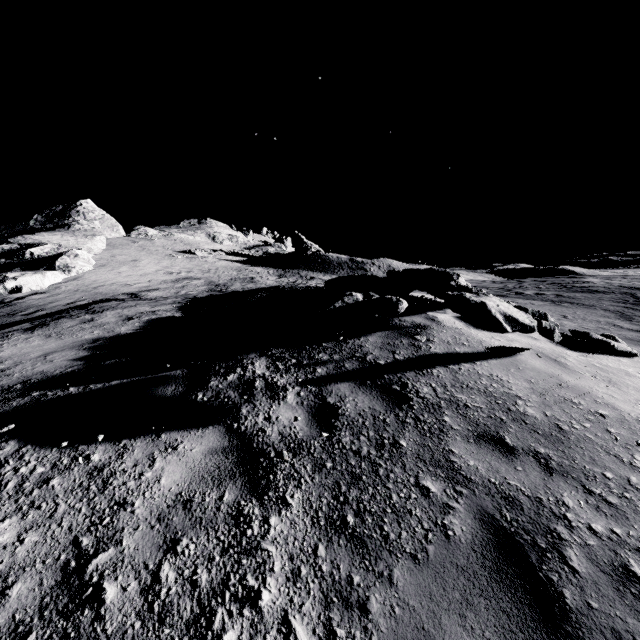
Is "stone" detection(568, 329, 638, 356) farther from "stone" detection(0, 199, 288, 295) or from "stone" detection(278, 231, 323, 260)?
"stone" detection(278, 231, 323, 260)

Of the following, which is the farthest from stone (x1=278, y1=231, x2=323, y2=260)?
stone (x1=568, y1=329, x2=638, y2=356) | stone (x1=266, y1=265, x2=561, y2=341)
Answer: stone (x1=568, y1=329, x2=638, y2=356)

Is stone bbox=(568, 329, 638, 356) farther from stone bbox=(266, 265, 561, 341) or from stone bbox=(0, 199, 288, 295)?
stone bbox=(0, 199, 288, 295)

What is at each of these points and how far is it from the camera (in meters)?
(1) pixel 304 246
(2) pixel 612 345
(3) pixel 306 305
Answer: (1) stone, 46.97
(2) stone, 6.31
(3) stone, 7.39

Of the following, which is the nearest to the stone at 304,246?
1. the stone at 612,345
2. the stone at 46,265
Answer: the stone at 46,265

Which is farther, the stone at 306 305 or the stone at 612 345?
the stone at 612 345

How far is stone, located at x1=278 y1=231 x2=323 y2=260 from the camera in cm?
4178

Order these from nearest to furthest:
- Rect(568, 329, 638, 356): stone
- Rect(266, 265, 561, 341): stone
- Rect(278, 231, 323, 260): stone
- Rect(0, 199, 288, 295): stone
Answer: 1. Rect(266, 265, 561, 341): stone
2. Rect(568, 329, 638, 356): stone
3. Rect(0, 199, 288, 295): stone
4. Rect(278, 231, 323, 260): stone
